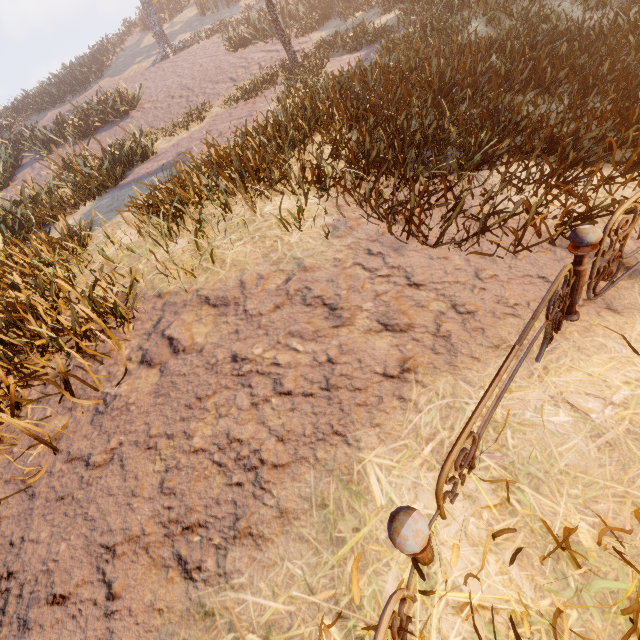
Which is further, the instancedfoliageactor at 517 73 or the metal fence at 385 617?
the instancedfoliageactor at 517 73

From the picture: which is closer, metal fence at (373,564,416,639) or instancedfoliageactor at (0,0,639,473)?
metal fence at (373,564,416,639)

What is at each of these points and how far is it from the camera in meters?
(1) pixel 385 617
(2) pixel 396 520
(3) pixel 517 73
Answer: (1) metal fence, 1.1
(2) metal fence, 1.2
(3) instancedfoliageactor, 4.6
